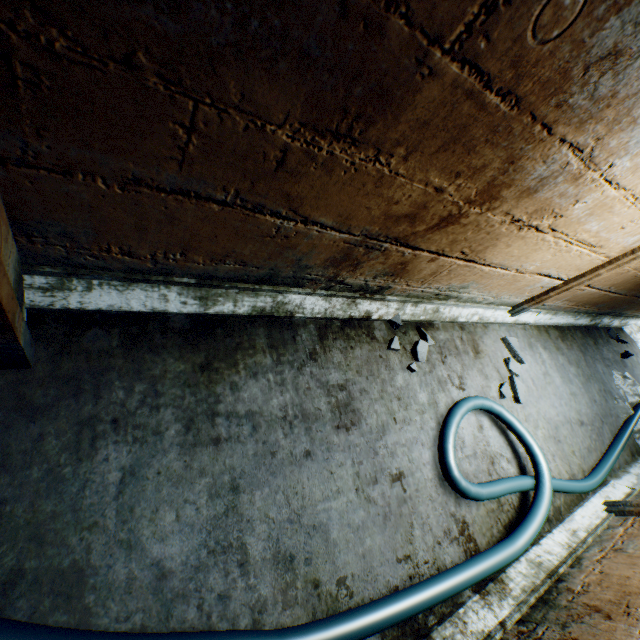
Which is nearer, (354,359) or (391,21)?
(391,21)

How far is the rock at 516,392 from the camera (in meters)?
2.53

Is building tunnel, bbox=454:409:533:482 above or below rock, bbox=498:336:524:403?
below

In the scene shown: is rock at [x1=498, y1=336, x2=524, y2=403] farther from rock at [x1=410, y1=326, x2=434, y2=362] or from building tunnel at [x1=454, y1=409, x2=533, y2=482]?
rock at [x1=410, y1=326, x2=434, y2=362]

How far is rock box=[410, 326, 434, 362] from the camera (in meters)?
2.15

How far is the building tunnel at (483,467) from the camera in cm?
201

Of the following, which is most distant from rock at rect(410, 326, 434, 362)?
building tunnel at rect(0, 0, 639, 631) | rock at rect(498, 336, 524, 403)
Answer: rock at rect(498, 336, 524, 403)
